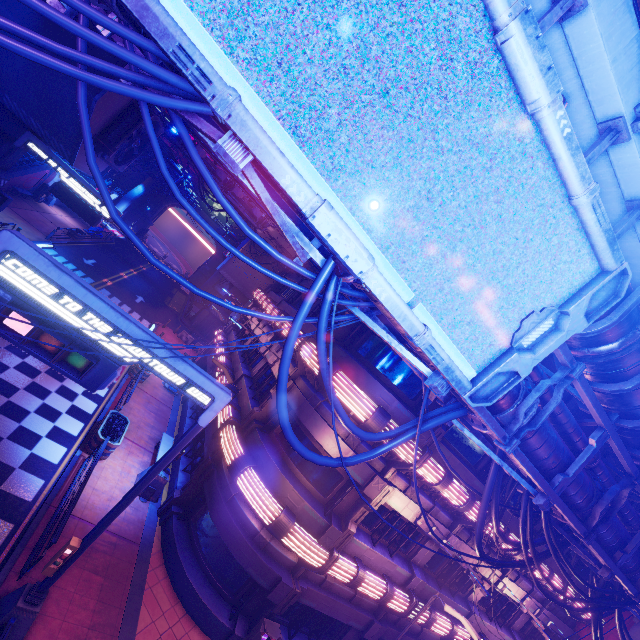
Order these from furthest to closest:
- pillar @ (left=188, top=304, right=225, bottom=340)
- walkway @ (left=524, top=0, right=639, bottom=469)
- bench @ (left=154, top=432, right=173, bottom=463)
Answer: pillar @ (left=188, top=304, right=225, bottom=340) < bench @ (left=154, top=432, right=173, bottom=463) < walkway @ (left=524, top=0, right=639, bottom=469)

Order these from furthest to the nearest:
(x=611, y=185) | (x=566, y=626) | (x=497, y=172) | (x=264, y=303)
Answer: (x=264, y=303), (x=566, y=626), (x=611, y=185), (x=497, y=172)

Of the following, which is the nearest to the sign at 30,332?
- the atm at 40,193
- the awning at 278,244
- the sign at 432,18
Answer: the sign at 432,18

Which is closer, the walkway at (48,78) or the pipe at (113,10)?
the pipe at (113,10)

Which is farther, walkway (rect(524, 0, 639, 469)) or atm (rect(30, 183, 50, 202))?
atm (rect(30, 183, 50, 202))

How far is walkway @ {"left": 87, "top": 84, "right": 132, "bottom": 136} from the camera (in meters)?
15.36

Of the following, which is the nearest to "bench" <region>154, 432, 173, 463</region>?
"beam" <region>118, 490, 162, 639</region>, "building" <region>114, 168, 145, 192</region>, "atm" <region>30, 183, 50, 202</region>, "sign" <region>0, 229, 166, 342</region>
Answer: "beam" <region>118, 490, 162, 639</region>

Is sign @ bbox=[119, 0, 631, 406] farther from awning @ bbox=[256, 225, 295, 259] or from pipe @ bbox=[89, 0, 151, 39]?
awning @ bbox=[256, 225, 295, 259]
